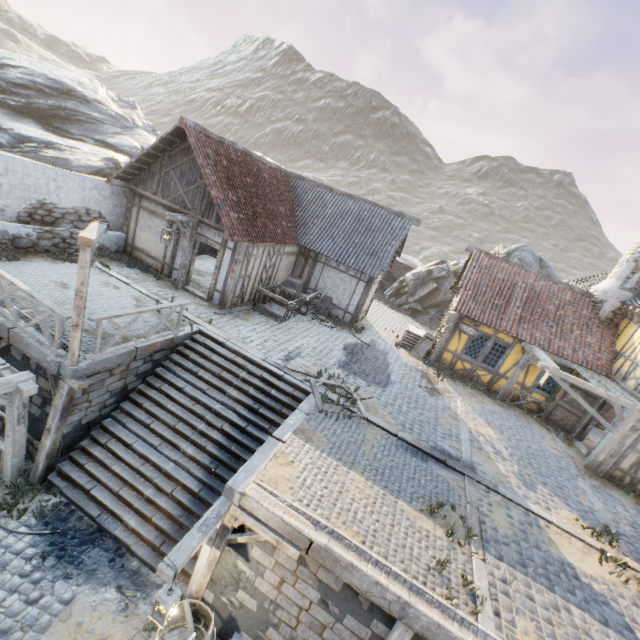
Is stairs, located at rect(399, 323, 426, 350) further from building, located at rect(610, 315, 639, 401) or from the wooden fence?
the wooden fence

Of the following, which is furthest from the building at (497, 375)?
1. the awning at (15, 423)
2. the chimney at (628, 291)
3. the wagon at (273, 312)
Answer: the awning at (15, 423)

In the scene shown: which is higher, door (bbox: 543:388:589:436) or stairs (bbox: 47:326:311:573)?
door (bbox: 543:388:589:436)

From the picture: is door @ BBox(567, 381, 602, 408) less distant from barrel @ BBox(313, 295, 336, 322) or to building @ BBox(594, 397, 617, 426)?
building @ BBox(594, 397, 617, 426)

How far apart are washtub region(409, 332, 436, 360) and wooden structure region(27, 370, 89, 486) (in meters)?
13.02

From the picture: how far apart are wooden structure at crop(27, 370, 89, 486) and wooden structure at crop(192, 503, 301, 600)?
4.3 meters

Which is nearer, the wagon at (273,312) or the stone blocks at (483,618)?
the stone blocks at (483,618)

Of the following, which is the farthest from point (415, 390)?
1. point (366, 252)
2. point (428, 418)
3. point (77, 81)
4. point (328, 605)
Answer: point (77, 81)
